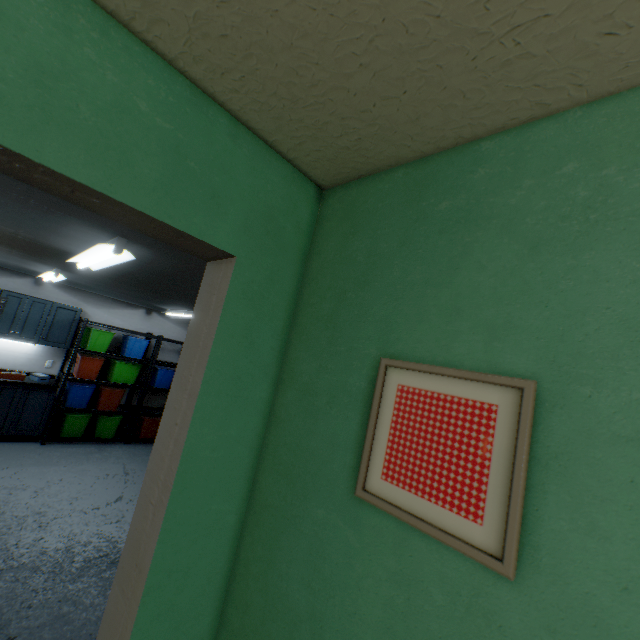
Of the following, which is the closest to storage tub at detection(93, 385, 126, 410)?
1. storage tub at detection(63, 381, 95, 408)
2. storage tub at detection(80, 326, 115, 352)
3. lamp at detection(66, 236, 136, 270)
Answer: storage tub at detection(63, 381, 95, 408)

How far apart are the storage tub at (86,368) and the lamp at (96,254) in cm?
333

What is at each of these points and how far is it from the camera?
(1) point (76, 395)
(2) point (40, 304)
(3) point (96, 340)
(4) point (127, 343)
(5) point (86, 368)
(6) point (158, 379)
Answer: (1) storage tub, 5.18m
(2) cabinet, 5.00m
(3) storage tub, 5.36m
(4) storage tub, 5.67m
(5) storage tub, 5.29m
(6) storage tub, 6.05m

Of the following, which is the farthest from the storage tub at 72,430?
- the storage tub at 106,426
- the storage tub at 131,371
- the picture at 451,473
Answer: the picture at 451,473

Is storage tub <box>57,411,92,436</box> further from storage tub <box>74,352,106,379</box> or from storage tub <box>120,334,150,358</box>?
storage tub <box>120,334,150,358</box>

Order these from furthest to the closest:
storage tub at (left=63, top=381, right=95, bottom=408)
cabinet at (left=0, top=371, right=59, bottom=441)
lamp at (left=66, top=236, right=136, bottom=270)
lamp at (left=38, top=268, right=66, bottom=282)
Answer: storage tub at (left=63, top=381, right=95, bottom=408) → cabinet at (left=0, top=371, right=59, bottom=441) → lamp at (left=38, top=268, right=66, bottom=282) → lamp at (left=66, top=236, right=136, bottom=270)

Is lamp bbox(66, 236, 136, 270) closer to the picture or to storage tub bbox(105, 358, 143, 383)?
the picture

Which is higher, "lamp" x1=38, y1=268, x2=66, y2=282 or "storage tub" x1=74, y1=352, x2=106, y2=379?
"lamp" x1=38, y1=268, x2=66, y2=282
